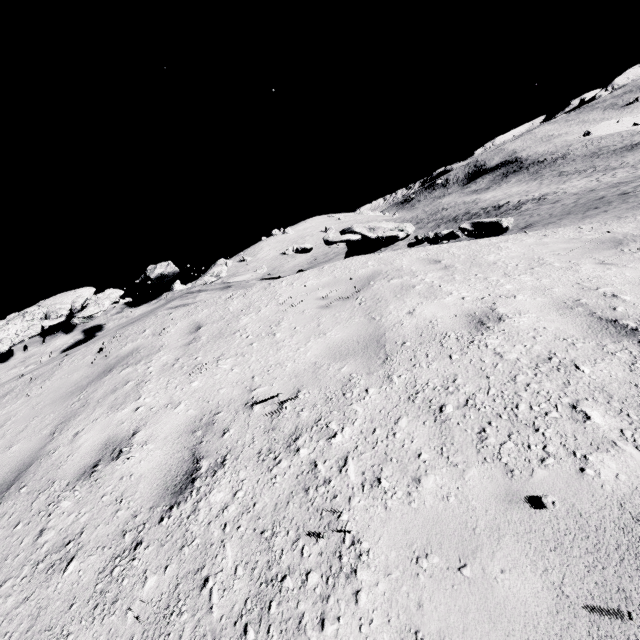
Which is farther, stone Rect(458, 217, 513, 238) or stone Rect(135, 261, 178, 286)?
stone Rect(135, 261, 178, 286)

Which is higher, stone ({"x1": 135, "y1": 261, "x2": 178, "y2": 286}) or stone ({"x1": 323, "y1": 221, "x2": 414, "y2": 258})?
stone ({"x1": 135, "y1": 261, "x2": 178, "y2": 286})

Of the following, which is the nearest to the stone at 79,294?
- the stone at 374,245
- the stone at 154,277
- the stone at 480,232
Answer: the stone at 154,277

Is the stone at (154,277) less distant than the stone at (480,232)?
No

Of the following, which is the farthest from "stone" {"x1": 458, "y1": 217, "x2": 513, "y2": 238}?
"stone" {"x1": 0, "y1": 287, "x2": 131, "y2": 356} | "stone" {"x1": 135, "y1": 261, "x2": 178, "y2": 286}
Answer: "stone" {"x1": 0, "y1": 287, "x2": 131, "y2": 356}

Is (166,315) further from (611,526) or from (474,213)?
(474,213)

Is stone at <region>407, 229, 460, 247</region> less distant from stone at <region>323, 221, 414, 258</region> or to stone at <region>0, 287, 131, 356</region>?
stone at <region>323, 221, 414, 258</region>

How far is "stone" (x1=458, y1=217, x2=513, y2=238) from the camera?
6.61m
